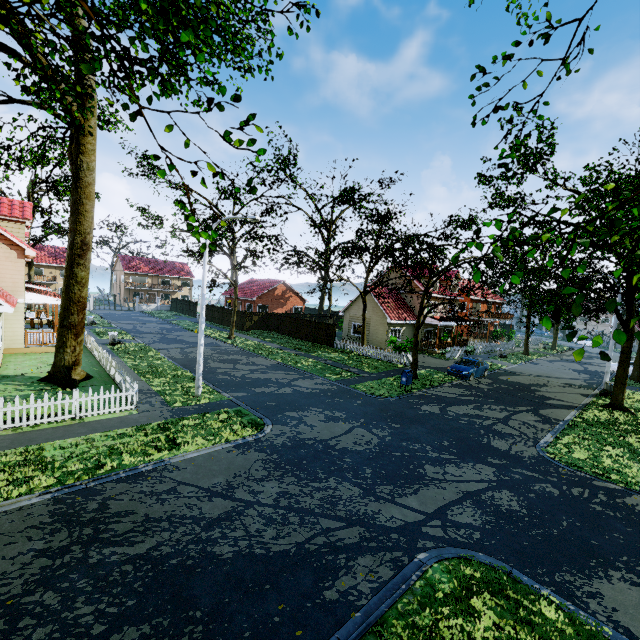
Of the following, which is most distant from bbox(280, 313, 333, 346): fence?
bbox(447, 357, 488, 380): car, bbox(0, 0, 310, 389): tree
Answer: bbox(447, 357, 488, 380): car

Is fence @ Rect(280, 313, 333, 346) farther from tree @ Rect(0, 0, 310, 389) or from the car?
the car

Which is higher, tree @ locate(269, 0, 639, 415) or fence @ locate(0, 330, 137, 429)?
tree @ locate(269, 0, 639, 415)

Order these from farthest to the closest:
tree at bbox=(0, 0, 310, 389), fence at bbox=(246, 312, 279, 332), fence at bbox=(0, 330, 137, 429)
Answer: fence at bbox=(246, 312, 279, 332) → fence at bbox=(0, 330, 137, 429) → tree at bbox=(0, 0, 310, 389)

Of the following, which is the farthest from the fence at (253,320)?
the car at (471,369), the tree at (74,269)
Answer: the car at (471,369)

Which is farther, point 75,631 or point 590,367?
point 590,367
